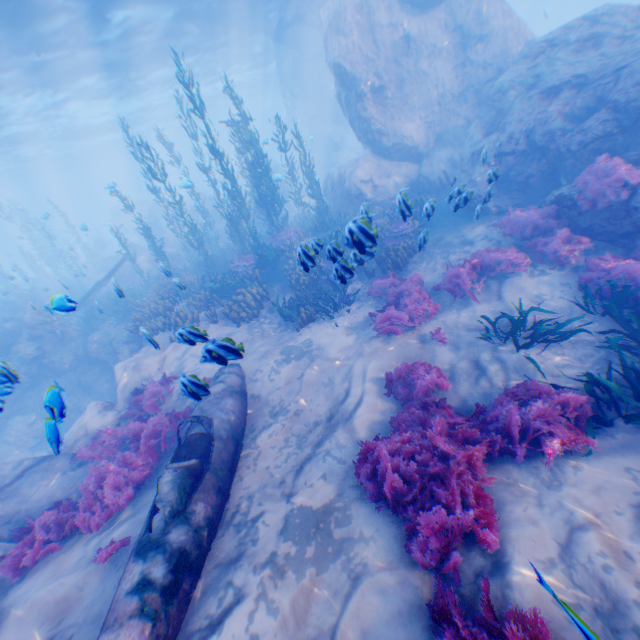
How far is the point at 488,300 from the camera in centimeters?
807cm

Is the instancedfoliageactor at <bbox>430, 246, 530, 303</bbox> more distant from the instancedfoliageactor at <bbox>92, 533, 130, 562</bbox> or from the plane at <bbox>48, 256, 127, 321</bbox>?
the instancedfoliageactor at <bbox>92, 533, 130, 562</bbox>

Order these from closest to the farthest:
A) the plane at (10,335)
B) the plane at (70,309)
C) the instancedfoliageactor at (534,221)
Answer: the plane at (70,309)
the instancedfoliageactor at (534,221)
the plane at (10,335)

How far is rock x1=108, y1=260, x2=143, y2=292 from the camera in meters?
7.2 m

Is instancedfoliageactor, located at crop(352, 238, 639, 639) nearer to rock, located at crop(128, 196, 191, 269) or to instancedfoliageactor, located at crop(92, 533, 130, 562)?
rock, located at crop(128, 196, 191, 269)

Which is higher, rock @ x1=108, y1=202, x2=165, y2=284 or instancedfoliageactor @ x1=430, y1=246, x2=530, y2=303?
rock @ x1=108, y1=202, x2=165, y2=284

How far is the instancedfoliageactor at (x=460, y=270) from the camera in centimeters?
818cm

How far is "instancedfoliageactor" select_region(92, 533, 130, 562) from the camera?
4.9 meters
